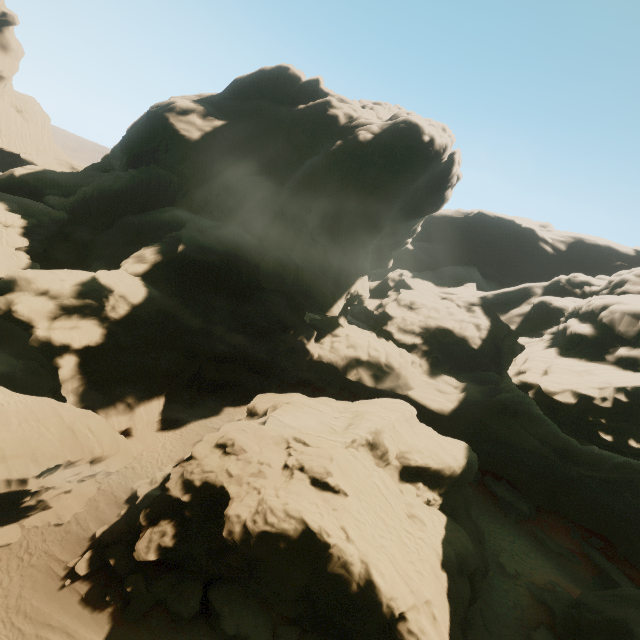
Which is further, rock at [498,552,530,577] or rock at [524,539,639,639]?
rock at [498,552,530,577]

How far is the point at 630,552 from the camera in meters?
27.8 m

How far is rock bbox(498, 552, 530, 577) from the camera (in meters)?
23.88

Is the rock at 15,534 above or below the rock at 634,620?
below

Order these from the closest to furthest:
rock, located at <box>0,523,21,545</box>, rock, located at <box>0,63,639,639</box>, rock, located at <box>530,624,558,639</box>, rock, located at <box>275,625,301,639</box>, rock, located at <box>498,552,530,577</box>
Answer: rock, located at <box>275,625,301,639</box>, rock, located at <box>0,63,639,639</box>, rock, located at <box>0,523,21,545</box>, rock, located at <box>530,624,558,639</box>, rock, located at <box>498,552,530,577</box>

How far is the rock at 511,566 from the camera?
23.9m
